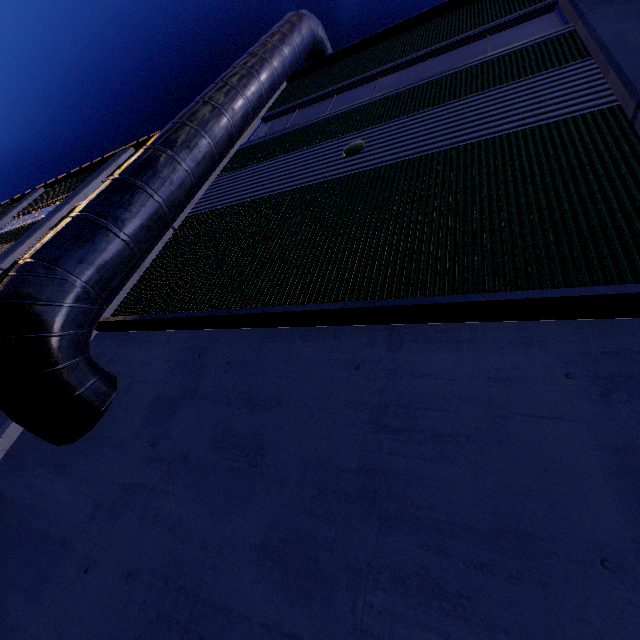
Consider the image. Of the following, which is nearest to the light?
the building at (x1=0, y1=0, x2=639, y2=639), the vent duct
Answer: the building at (x1=0, y1=0, x2=639, y2=639)

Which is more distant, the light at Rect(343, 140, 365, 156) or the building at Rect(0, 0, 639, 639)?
the light at Rect(343, 140, 365, 156)

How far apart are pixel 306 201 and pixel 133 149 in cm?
1340

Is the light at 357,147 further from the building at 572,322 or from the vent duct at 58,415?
the vent duct at 58,415

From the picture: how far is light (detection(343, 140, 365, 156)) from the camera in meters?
5.4 m

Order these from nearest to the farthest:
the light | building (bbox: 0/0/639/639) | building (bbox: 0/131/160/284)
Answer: building (bbox: 0/0/639/639) → the light → building (bbox: 0/131/160/284)

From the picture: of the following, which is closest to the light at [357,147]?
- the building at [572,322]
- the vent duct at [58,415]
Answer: the building at [572,322]
